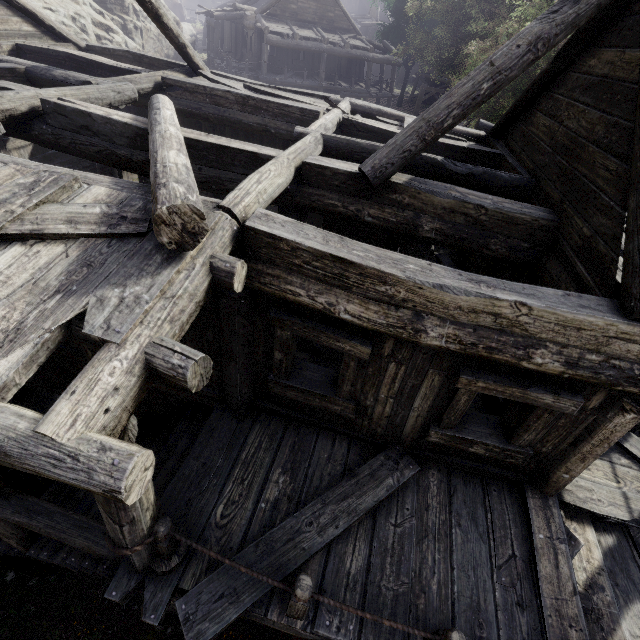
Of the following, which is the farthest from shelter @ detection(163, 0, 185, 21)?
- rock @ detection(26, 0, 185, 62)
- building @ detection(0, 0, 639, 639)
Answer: building @ detection(0, 0, 639, 639)

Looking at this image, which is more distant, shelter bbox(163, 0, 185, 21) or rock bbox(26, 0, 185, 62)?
shelter bbox(163, 0, 185, 21)

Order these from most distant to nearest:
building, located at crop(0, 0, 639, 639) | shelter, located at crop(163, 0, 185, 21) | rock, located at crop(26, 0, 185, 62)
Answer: shelter, located at crop(163, 0, 185, 21) < rock, located at crop(26, 0, 185, 62) < building, located at crop(0, 0, 639, 639)

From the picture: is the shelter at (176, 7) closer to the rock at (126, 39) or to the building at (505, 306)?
the rock at (126, 39)

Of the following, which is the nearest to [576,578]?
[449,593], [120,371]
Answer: [449,593]

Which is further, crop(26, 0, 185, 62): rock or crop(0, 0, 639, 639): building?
crop(26, 0, 185, 62): rock

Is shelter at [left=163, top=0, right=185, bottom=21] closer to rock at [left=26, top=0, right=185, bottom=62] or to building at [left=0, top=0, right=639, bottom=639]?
rock at [left=26, top=0, right=185, bottom=62]
